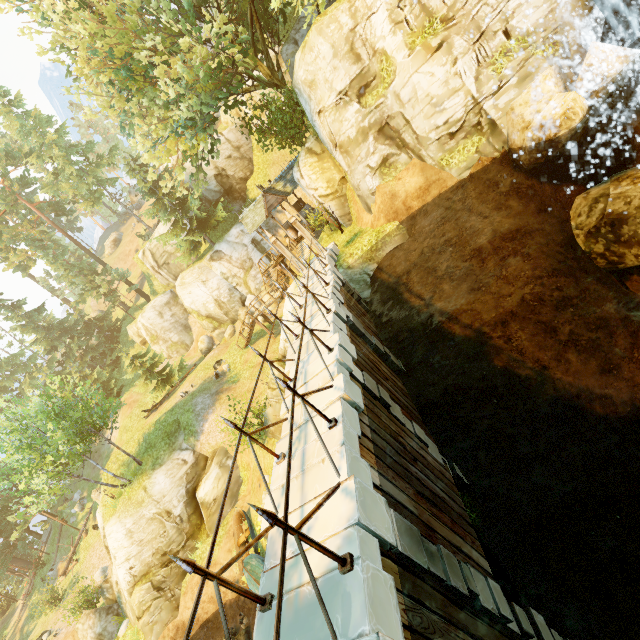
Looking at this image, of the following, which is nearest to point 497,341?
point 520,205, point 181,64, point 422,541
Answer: point 520,205

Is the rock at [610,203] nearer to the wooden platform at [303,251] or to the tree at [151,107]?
the tree at [151,107]

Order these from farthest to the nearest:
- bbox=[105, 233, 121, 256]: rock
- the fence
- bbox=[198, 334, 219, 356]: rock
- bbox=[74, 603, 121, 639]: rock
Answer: bbox=[105, 233, 121, 256]: rock
bbox=[198, 334, 219, 356]: rock
bbox=[74, 603, 121, 639]: rock
the fence

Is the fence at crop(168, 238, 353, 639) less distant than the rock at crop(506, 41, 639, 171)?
Yes

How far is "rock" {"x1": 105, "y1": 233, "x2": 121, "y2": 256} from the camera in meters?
58.0 m

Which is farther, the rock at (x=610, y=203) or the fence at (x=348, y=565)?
the rock at (x=610, y=203)

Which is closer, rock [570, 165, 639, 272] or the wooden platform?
rock [570, 165, 639, 272]

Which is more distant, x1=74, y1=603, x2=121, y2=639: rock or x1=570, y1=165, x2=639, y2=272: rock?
x1=74, y1=603, x2=121, y2=639: rock
